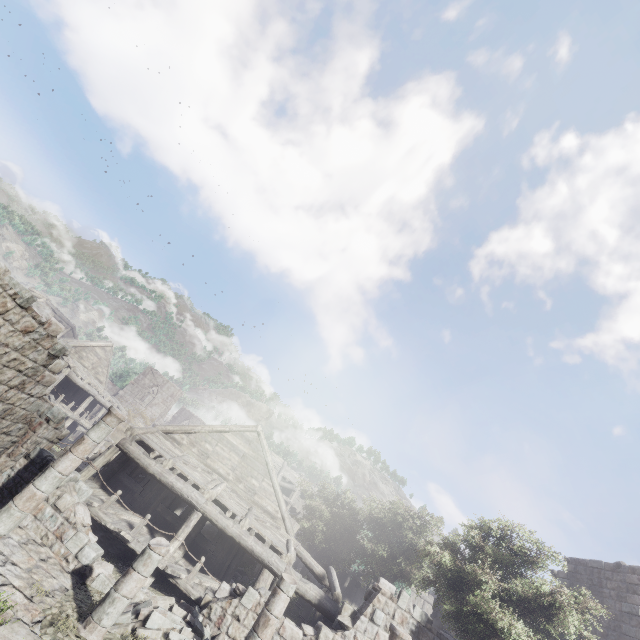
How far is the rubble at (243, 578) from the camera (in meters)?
16.20

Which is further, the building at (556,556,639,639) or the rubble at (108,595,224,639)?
the building at (556,556,639,639)

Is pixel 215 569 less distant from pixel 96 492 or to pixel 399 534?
pixel 96 492

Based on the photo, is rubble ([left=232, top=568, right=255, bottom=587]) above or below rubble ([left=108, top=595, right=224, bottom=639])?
above

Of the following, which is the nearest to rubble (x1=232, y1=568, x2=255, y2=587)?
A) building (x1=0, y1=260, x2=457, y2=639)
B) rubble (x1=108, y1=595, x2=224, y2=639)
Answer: building (x1=0, y1=260, x2=457, y2=639)

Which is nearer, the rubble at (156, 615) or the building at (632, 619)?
the rubble at (156, 615)

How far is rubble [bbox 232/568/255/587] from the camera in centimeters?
1620cm

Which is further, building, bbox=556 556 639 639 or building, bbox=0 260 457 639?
building, bbox=556 556 639 639
